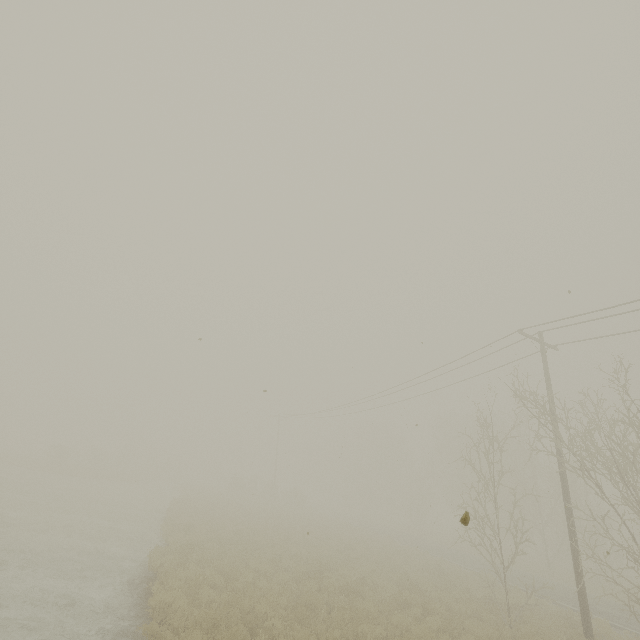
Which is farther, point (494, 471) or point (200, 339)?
point (494, 471)
